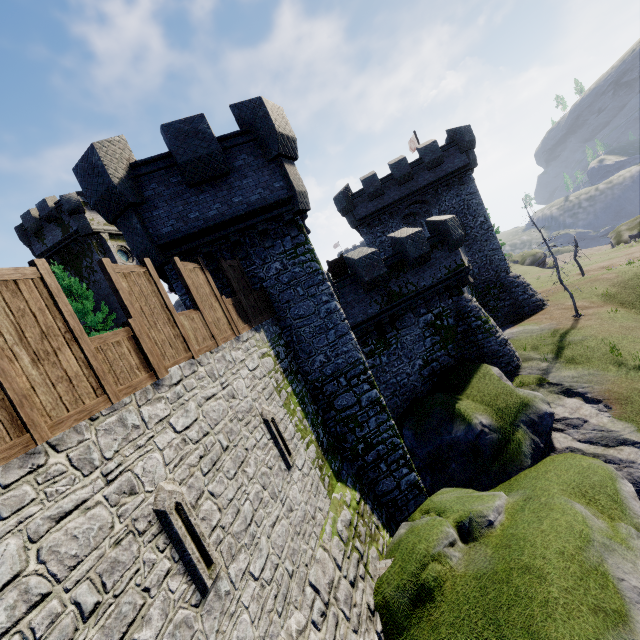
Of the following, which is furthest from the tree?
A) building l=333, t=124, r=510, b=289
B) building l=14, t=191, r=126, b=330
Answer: building l=333, t=124, r=510, b=289

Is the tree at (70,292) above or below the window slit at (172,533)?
above

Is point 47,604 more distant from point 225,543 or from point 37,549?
point 225,543

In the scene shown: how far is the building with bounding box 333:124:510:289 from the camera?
25.34m

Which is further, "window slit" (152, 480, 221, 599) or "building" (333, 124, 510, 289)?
"building" (333, 124, 510, 289)

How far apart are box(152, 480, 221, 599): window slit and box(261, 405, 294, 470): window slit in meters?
2.9 m

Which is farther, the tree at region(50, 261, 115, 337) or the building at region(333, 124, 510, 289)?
the building at region(333, 124, 510, 289)

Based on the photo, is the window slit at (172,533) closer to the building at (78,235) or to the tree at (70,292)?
the tree at (70,292)
